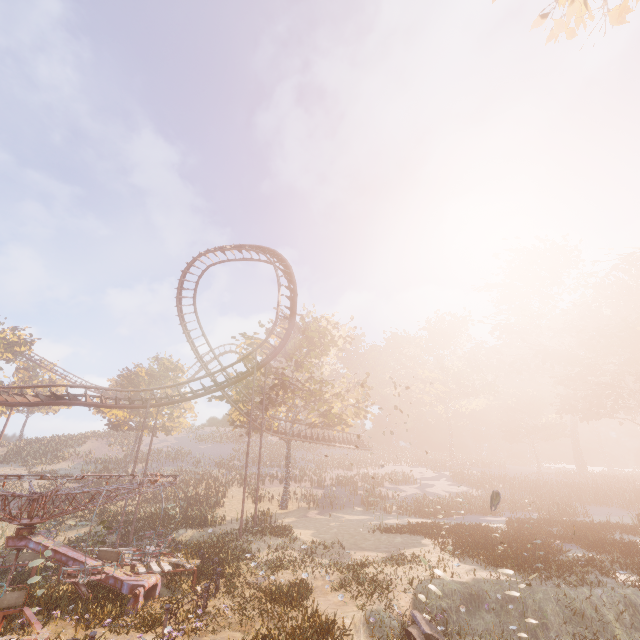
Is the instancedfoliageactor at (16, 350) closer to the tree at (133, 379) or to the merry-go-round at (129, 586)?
the tree at (133, 379)

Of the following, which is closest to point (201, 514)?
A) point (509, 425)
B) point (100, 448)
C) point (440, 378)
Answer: point (440, 378)

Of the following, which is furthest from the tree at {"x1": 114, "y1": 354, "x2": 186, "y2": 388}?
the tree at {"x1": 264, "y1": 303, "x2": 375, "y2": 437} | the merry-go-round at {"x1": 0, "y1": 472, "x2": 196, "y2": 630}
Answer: the merry-go-round at {"x1": 0, "y1": 472, "x2": 196, "y2": 630}

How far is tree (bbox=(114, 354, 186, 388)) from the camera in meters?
41.3

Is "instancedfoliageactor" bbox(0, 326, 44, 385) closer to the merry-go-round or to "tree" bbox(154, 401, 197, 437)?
"tree" bbox(154, 401, 197, 437)

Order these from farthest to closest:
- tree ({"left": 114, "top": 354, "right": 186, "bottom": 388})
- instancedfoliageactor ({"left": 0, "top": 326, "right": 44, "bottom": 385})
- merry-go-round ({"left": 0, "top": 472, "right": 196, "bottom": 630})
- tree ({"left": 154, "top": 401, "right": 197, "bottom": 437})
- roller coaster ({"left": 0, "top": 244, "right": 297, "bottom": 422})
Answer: instancedfoliageactor ({"left": 0, "top": 326, "right": 44, "bottom": 385})
tree ({"left": 114, "top": 354, "right": 186, "bottom": 388})
tree ({"left": 154, "top": 401, "right": 197, "bottom": 437})
roller coaster ({"left": 0, "top": 244, "right": 297, "bottom": 422})
merry-go-round ({"left": 0, "top": 472, "right": 196, "bottom": 630})

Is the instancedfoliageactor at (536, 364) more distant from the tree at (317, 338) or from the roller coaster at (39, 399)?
the roller coaster at (39, 399)
